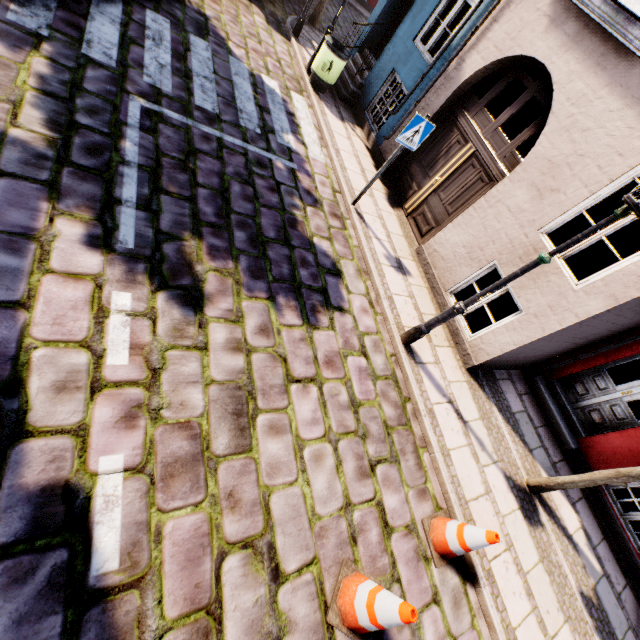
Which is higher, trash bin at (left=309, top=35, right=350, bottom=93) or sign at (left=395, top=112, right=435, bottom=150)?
sign at (left=395, top=112, right=435, bottom=150)

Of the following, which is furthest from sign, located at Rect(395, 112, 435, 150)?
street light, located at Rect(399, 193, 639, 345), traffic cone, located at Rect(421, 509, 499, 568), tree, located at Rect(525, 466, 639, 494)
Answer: traffic cone, located at Rect(421, 509, 499, 568)

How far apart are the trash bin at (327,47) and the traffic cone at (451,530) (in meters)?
9.55

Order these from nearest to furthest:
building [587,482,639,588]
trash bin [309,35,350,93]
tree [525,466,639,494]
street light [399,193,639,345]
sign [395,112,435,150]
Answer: street light [399,193,639,345] < tree [525,466,639,494] < sign [395,112,435,150] < building [587,482,639,588] < trash bin [309,35,350,93]

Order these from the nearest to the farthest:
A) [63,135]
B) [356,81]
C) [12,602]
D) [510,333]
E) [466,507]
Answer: [12,602]
[63,135]
[466,507]
[510,333]
[356,81]

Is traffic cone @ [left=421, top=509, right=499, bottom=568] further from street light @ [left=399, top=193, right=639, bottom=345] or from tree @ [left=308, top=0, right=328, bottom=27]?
tree @ [left=308, top=0, right=328, bottom=27]

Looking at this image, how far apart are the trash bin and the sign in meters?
4.2

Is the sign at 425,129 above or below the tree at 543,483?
above
